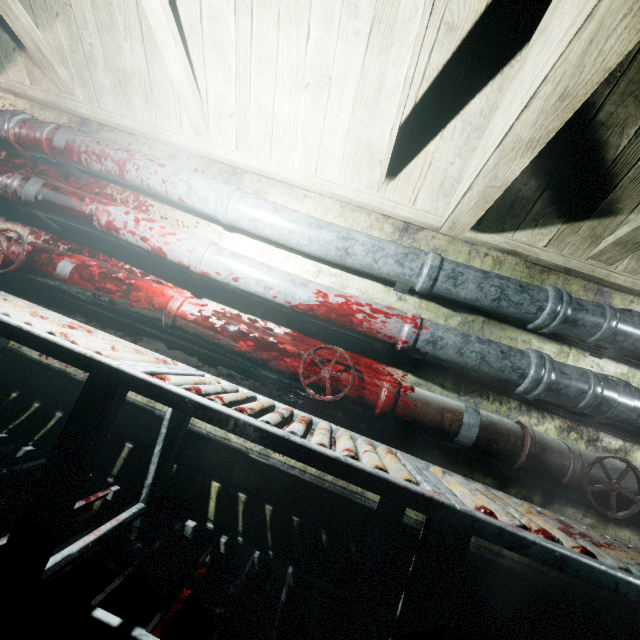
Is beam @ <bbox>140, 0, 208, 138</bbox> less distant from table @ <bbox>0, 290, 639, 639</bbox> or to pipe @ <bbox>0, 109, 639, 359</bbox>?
pipe @ <bbox>0, 109, 639, 359</bbox>

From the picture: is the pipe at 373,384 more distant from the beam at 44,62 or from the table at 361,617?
the beam at 44,62

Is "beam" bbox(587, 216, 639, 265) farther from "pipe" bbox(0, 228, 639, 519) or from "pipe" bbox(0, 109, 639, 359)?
"pipe" bbox(0, 228, 639, 519)

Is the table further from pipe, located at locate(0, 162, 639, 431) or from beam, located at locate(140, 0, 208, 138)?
beam, located at locate(140, 0, 208, 138)

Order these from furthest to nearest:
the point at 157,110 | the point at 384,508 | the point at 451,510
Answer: the point at 157,110, the point at 384,508, the point at 451,510

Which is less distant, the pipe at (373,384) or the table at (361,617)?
the table at (361,617)

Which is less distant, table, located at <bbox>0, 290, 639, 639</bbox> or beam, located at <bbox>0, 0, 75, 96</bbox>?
table, located at <bbox>0, 290, 639, 639</bbox>
